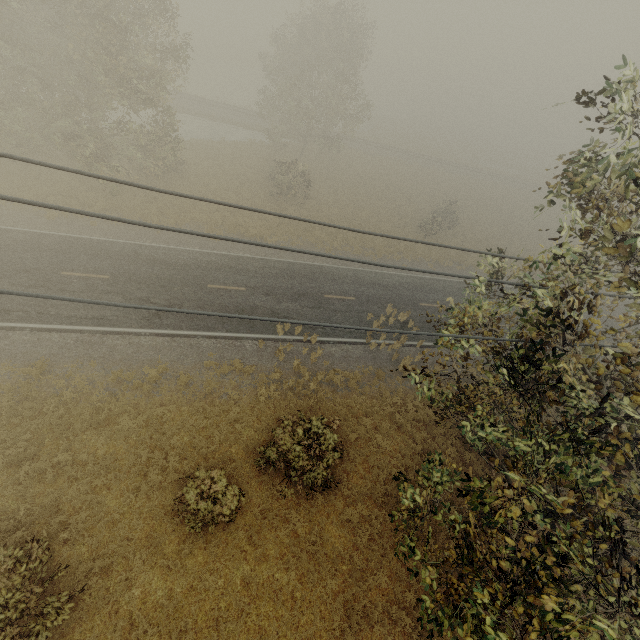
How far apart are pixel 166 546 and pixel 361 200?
31.9m
